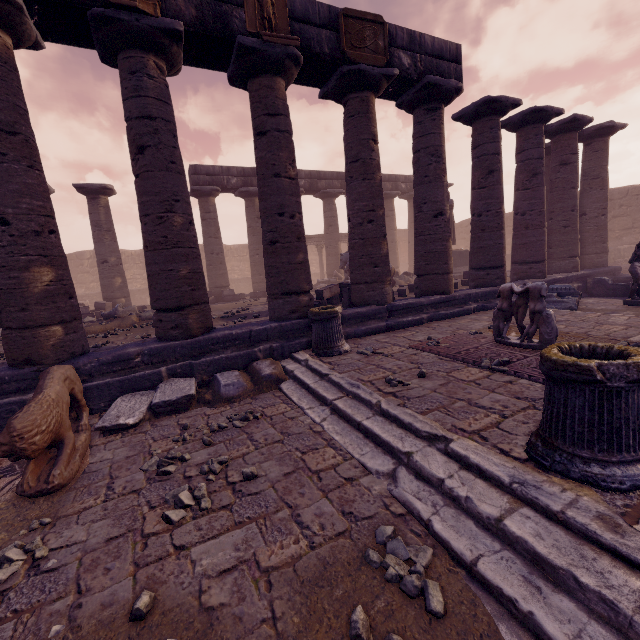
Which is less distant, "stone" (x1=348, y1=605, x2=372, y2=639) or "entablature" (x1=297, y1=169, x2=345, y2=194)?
"stone" (x1=348, y1=605, x2=372, y2=639)

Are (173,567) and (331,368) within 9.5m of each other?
yes

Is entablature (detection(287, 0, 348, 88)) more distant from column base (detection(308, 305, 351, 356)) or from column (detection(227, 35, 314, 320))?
column base (detection(308, 305, 351, 356))

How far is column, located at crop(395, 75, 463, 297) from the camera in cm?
825

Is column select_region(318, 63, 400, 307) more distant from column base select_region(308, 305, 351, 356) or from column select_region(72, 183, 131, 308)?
column select_region(72, 183, 131, 308)

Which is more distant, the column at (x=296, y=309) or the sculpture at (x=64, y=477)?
the column at (x=296, y=309)

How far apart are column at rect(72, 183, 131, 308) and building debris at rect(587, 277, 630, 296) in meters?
18.6 m

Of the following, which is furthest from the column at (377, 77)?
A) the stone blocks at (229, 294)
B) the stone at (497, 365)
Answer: the stone blocks at (229, 294)
